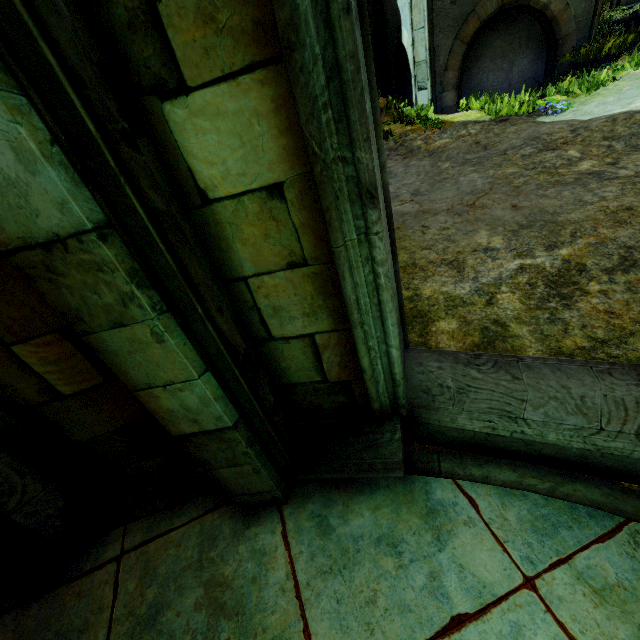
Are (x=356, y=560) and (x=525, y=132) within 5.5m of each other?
no
